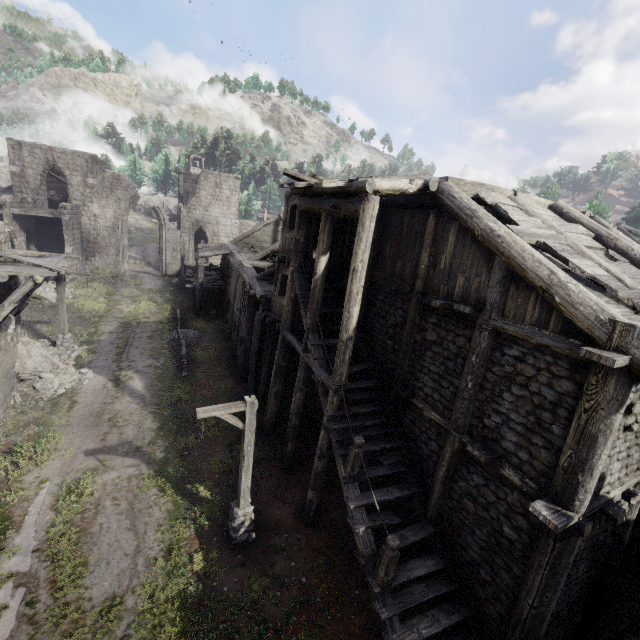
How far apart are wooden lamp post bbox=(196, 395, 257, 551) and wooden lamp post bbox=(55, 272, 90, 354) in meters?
13.1

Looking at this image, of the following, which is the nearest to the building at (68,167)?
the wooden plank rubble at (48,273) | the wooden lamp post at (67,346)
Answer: the wooden plank rubble at (48,273)

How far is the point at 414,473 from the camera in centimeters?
925cm

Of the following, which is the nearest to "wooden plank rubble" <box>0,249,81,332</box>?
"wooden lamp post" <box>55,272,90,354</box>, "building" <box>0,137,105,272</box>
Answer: "building" <box>0,137,105,272</box>

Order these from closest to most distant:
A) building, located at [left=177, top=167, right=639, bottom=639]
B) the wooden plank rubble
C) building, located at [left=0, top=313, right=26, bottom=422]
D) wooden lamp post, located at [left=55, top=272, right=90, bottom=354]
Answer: building, located at [left=177, top=167, right=639, bottom=639] < the wooden plank rubble < building, located at [left=0, top=313, right=26, bottom=422] < wooden lamp post, located at [left=55, top=272, right=90, bottom=354]

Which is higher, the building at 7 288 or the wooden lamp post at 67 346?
the building at 7 288

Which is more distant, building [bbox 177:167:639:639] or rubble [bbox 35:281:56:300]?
rubble [bbox 35:281:56:300]

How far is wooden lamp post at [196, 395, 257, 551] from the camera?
8.3m
